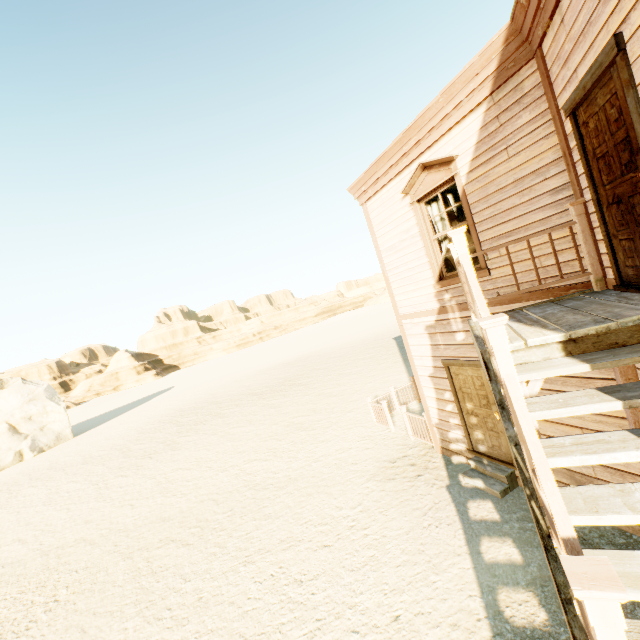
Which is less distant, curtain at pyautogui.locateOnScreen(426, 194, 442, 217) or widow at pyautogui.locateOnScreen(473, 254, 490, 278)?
widow at pyautogui.locateOnScreen(473, 254, 490, 278)

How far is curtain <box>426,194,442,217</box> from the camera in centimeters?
621cm

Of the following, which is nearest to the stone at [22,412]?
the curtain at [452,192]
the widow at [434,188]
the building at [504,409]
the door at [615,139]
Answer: the building at [504,409]

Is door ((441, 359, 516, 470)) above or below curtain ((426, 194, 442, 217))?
below

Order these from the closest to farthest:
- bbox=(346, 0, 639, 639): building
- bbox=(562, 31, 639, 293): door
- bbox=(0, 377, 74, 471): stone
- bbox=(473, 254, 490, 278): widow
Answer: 1. bbox=(346, 0, 639, 639): building
2. bbox=(562, 31, 639, 293): door
3. bbox=(473, 254, 490, 278): widow
4. bbox=(0, 377, 74, 471): stone

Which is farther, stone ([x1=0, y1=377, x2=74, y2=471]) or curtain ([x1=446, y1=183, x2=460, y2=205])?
stone ([x1=0, y1=377, x2=74, y2=471])

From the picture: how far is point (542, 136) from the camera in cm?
416

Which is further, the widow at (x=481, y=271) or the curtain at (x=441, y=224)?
the curtain at (x=441, y=224)
